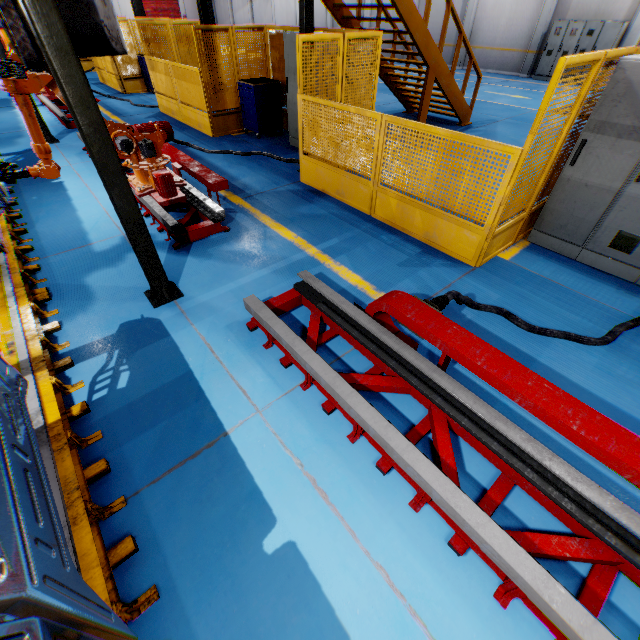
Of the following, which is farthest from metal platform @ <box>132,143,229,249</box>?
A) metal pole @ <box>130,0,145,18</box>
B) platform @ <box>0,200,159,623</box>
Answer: metal pole @ <box>130,0,145,18</box>

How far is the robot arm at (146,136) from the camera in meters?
Result: 4.7 m

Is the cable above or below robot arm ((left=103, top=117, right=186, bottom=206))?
below

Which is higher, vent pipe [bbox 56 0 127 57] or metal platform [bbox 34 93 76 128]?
vent pipe [bbox 56 0 127 57]

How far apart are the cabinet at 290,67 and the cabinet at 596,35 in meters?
15.6 m

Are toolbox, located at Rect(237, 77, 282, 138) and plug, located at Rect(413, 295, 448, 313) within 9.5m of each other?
yes

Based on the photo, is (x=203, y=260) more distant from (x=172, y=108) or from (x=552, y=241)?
(x=172, y=108)

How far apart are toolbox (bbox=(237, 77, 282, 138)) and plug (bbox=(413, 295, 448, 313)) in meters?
7.7 m
